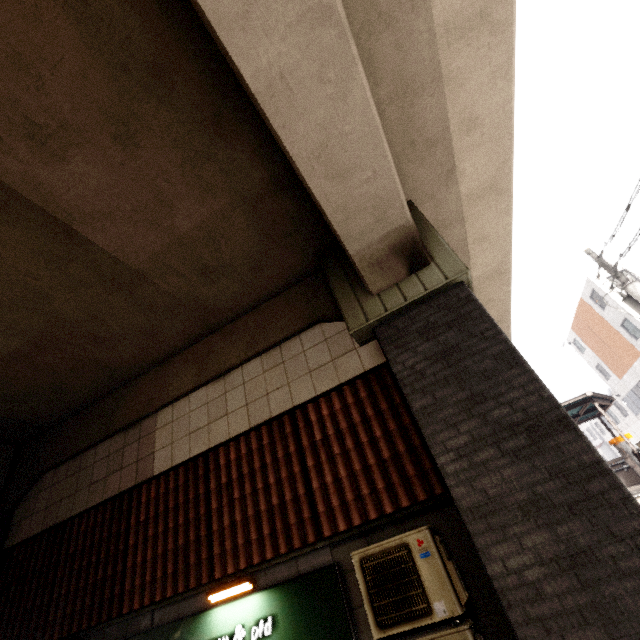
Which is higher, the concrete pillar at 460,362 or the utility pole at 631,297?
the utility pole at 631,297

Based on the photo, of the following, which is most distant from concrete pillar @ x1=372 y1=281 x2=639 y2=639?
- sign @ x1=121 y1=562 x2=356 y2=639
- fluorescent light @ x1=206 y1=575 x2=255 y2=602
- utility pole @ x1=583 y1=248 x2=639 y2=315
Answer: utility pole @ x1=583 y1=248 x2=639 y2=315

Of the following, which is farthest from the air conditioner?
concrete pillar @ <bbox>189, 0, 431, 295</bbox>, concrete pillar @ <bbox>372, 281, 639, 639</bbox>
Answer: concrete pillar @ <bbox>189, 0, 431, 295</bbox>

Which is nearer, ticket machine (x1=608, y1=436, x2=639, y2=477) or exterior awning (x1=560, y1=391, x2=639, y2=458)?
exterior awning (x1=560, y1=391, x2=639, y2=458)

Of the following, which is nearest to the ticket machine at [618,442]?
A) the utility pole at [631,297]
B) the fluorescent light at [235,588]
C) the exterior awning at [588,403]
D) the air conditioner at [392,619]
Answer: the exterior awning at [588,403]

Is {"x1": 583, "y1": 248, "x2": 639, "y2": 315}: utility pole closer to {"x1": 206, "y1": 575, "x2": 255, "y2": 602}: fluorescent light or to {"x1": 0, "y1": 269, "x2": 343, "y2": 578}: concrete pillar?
{"x1": 0, "y1": 269, "x2": 343, "y2": 578}: concrete pillar

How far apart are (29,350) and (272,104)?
5.9m

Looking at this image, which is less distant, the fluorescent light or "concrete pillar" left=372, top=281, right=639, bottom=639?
"concrete pillar" left=372, top=281, right=639, bottom=639
